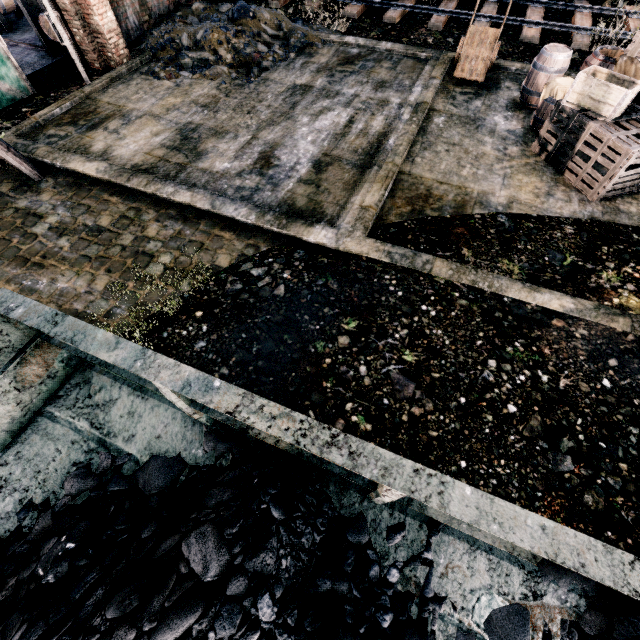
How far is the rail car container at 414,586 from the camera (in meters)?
3.07

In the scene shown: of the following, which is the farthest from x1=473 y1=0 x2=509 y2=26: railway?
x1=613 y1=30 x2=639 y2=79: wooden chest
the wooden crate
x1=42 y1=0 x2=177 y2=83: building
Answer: the wooden crate

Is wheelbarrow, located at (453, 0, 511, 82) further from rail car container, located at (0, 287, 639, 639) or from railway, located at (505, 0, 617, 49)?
rail car container, located at (0, 287, 639, 639)

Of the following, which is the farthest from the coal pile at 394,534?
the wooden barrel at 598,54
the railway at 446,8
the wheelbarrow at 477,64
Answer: the railway at 446,8

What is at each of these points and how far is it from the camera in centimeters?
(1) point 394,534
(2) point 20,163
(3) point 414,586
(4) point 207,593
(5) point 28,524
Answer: (1) coal pile, 252cm
(2) wooden scaffolding, 799cm
(3) rail car container, 309cm
(4) coal pile, 184cm
(5) rail car container, 337cm

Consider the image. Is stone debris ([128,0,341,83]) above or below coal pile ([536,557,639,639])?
below

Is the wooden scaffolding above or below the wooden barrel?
below

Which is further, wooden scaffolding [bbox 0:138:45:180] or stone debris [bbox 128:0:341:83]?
stone debris [bbox 128:0:341:83]
